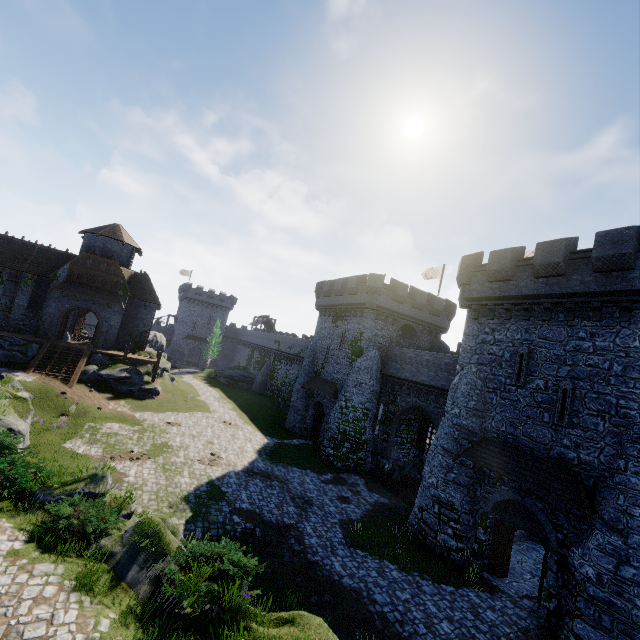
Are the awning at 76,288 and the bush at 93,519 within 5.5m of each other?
no

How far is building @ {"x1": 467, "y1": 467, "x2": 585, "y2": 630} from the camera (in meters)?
13.34

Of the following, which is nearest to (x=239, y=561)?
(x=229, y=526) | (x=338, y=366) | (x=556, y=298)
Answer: (x=229, y=526)

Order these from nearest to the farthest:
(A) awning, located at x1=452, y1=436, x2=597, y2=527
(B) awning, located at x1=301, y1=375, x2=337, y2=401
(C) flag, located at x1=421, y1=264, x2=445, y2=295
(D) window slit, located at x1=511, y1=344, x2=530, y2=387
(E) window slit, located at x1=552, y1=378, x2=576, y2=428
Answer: (A) awning, located at x1=452, y1=436, x2=597, y2=527
(E) window slit, located at x1=552, y1=378, x2=576, y2=428
(D) window slit, located at x1=511, y1=344, x2=530, y2=387
(B) awning, located at x1=301, y1=375, x2=337, y2=401
(C) flag, located at x1=421, y1=264, x2=445, y2=295

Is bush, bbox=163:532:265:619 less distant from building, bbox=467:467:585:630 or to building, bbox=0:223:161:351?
building, bbox=467:467:585:630

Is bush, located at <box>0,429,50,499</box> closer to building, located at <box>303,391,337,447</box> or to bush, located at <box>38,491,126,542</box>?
bush, located at <box>38,491,126,542</box>

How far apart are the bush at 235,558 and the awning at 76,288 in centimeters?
2906cm

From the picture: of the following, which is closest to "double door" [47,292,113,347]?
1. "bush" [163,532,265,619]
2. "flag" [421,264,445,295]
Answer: "bush" [163,532,265,619]
